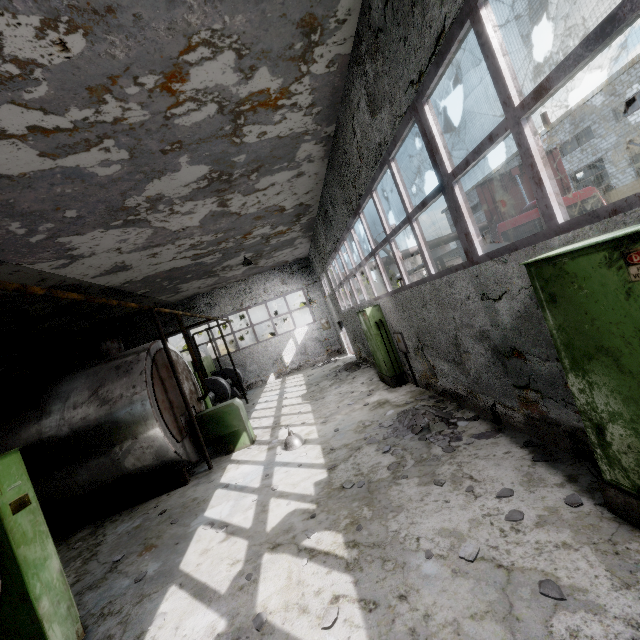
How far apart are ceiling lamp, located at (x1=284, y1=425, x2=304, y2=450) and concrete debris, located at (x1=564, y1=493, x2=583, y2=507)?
5.3 meters

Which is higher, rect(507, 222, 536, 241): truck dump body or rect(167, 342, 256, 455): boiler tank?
rect(507, 222, 536, 241): truck dump body

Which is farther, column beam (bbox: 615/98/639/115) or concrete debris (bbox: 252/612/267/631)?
column beam (bbox: 615/98/639/115)

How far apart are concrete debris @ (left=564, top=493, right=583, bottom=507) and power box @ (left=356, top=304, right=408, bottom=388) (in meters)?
5.91

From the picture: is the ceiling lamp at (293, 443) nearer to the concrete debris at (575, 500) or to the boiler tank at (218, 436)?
the boiler tank at (218, 436)

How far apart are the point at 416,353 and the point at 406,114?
5.15m

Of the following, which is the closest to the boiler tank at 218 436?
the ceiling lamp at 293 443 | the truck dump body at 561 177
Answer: the ceiling lamp at 293 443

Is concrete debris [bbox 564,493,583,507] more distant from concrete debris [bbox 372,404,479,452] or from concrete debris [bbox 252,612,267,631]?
concrete debris [bbox 252,612,267,631]
